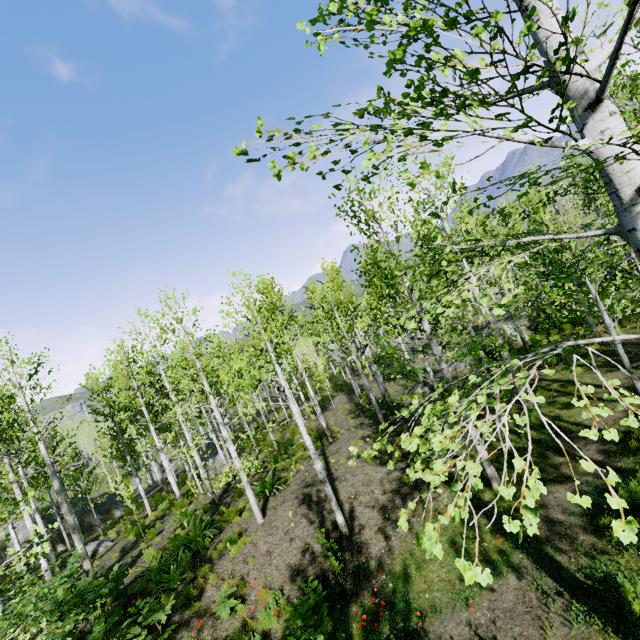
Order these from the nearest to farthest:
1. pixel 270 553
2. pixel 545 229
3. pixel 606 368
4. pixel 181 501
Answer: pixel 270 553, pixel 606 368, pixel 545 229, pixel 181 501

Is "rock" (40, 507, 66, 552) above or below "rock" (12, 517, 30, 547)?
below

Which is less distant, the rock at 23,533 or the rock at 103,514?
the rock at 23,533

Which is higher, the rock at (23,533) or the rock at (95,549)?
the rock at (23,533)

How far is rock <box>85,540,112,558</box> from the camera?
16.31m

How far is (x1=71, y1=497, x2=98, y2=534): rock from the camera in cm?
2452
